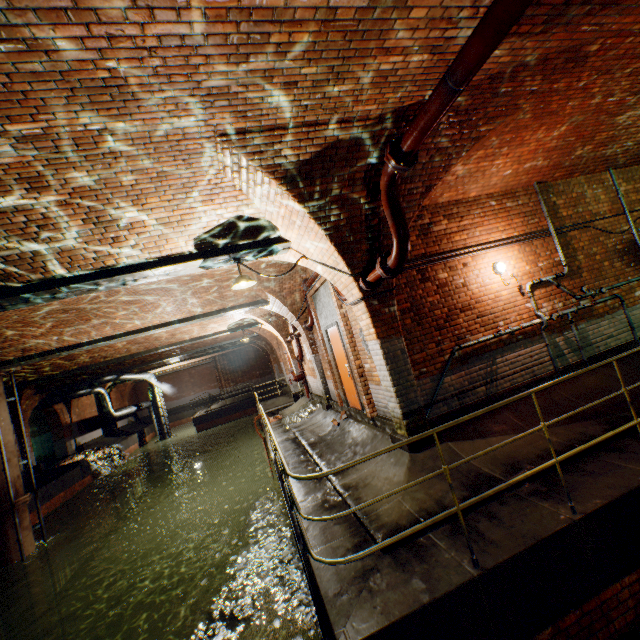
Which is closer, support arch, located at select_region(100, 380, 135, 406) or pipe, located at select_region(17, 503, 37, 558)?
pipe, located at select_region(17, 503, 37, 558)

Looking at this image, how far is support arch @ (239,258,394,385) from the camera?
5.46m

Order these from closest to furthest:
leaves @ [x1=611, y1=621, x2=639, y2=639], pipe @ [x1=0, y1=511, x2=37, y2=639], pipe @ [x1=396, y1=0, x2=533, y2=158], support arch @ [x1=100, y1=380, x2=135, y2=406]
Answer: pipe @ [x1=396, y1=0, x2=533, y2=158], leaves @ [x1=611, y1=621, x2=639, y2=639], pipe @ [x1=0, y1=511, x2=37, y2=639], support arch @ [x1=100, y1=380, x2=135, y2=406]

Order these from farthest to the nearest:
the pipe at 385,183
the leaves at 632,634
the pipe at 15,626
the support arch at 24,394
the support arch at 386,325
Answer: the support arch at 24,394 → the pipe at 15,626 → the support arch at 386,325 → the pipe at 385,183 → the leaves at 632,634

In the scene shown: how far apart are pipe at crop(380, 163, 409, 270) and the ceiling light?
2.3 meters

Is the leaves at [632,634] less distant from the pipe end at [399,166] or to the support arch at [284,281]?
the pipe end at [399,166]

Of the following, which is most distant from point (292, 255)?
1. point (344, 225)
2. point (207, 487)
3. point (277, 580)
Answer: point (207, 487)

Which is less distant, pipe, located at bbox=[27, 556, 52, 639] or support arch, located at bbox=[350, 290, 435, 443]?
support arch, located at bbox=[350, 290, 435, 443]
